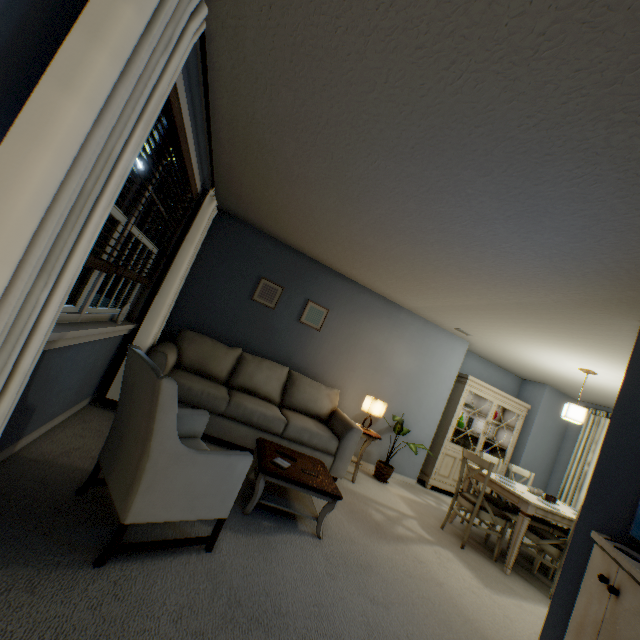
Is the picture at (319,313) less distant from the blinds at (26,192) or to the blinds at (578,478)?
the blinds at (26,192)

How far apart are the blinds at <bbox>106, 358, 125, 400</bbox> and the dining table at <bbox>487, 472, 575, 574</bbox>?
4.08m

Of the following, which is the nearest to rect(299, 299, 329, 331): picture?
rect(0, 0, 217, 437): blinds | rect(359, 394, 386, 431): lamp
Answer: rect(359, 394, 386, 431): lamp

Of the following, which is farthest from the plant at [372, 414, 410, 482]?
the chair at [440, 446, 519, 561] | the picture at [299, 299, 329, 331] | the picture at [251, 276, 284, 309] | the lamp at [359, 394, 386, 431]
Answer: the picture at [251, 276, 284, 309]

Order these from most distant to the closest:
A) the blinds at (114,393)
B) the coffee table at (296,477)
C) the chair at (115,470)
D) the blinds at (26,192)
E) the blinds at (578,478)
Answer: the blinds at (578,478), the blinds at (114,393), the coffee table at (296,477), the chair at (115,470), the blinds at (26,192)

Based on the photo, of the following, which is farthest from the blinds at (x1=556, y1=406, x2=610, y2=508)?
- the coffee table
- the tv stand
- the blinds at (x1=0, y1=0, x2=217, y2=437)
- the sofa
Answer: the blinds at (x1=0, y1=0, x2=217, y2=437)

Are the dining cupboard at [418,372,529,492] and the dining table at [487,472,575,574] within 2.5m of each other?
yes

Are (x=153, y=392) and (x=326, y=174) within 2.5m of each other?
yes
